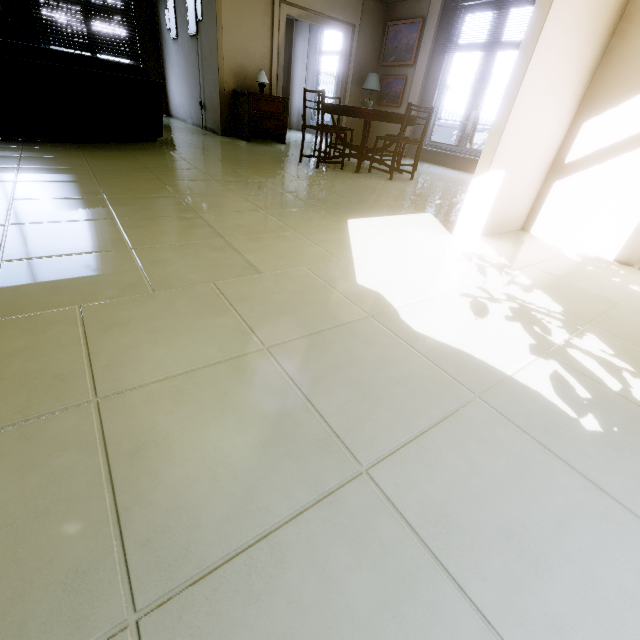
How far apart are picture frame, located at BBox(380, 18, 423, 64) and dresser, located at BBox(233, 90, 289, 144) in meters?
2.8

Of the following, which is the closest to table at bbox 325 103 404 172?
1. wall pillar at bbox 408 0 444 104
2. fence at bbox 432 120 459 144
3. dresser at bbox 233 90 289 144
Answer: dresser at bbox 233 90 289 144

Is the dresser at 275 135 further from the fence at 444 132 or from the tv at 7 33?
the fence at 444 132

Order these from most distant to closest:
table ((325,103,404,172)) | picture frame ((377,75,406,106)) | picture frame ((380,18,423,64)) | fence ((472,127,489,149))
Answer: fence ((472,127,489,149)) < picture frame ((377,75,406,106)) < picture frame ((380,18,423,64)) < table ((325,103,404,172))

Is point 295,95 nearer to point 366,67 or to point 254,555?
point 366,67

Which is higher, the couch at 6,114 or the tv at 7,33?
the tv at 7,33

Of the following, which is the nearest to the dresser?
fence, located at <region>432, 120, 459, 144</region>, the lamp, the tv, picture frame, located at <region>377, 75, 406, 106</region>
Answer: the lamp

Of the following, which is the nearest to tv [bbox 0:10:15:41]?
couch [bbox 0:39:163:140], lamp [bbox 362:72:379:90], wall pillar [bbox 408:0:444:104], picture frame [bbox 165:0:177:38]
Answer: picture frame [bbox 165:0:177:38]
